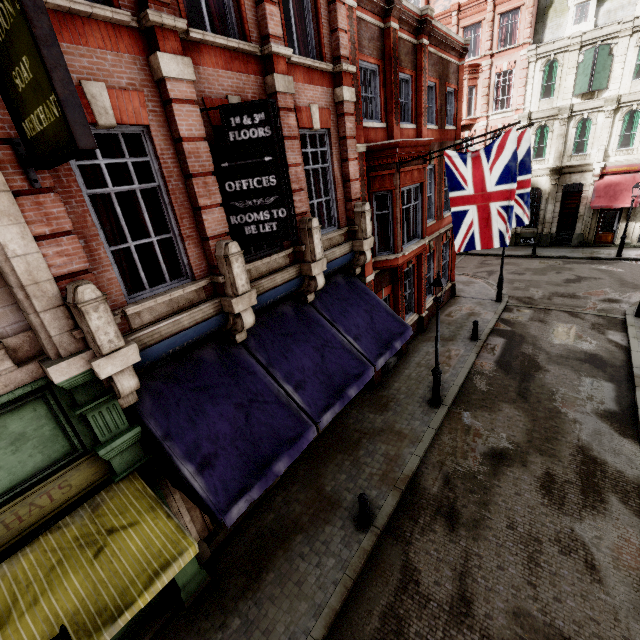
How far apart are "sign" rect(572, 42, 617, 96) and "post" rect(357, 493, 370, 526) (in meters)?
29.11

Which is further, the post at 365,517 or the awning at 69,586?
the post at 365,517

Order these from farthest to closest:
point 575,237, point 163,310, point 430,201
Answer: point 575,237, point 430,201, point 163,310

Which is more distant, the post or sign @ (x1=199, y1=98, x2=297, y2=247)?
the post

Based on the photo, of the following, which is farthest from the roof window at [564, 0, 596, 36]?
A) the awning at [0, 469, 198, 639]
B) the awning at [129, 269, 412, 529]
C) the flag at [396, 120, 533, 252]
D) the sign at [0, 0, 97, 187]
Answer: the awning at [0, 469, 198, 639]

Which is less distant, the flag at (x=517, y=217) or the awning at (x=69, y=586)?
the awning at (x=69, y=586)

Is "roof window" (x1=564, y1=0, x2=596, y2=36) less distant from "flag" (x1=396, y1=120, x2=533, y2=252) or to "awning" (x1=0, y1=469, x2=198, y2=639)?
"flag" (x1=396, y1=120, x2=533, y2=252)

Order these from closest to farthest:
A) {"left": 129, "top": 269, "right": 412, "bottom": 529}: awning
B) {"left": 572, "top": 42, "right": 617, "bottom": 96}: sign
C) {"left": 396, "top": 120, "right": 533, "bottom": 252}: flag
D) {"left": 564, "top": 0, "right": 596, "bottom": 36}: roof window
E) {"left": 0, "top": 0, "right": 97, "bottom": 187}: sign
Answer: {"left": 0, "top": 0, "right": 97, "bottom": 187}: sign
{"left": 129, "top": 269, "right": 412, "bottom": 529}: awning
{"left": 396, "top": 120, "right": 533, "bottom": 252}: flag
{"left": 572, "top": 42, "right": 617, "bottom": 96}: sign
{"left": 564, "top": 0, "right": 596, "bottom": 36}: roof window
